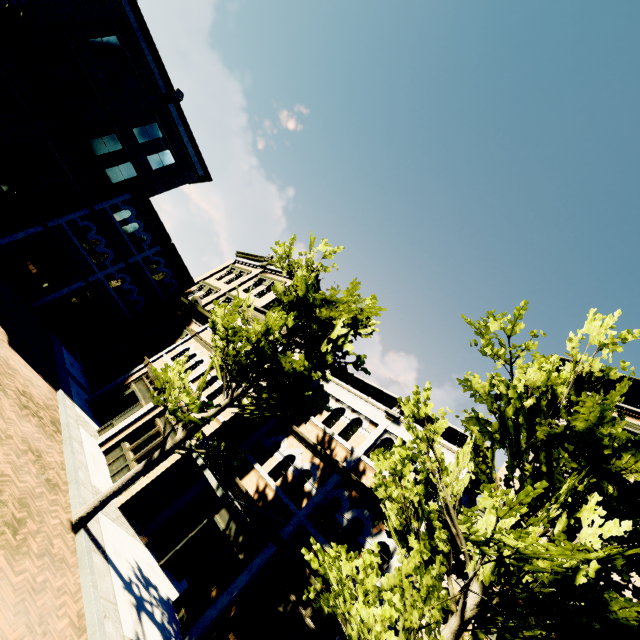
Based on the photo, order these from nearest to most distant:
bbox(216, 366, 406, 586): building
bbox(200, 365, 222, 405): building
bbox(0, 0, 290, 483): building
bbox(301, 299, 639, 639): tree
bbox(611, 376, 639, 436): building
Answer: bbox(301, 299, 639, 639): tree
bbox(216, 366, 406, 586): building
bbox(611, 376, 639, 436): building
bbox(200, 365, 222, 405): building
bbox(0, 0, 290, 483): building

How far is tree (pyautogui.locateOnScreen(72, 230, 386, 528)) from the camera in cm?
853

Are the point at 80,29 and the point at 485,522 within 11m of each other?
no

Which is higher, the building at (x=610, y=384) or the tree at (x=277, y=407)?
the building at (x=610, y=384)

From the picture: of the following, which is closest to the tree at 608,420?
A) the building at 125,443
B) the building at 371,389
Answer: the building at 371,389

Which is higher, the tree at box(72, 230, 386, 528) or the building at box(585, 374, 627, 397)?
the building at box(585, 374, 627, 397)

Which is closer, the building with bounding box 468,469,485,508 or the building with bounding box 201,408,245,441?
the building with bounding box 468,469,485,508

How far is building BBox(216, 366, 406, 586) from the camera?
9.71m
